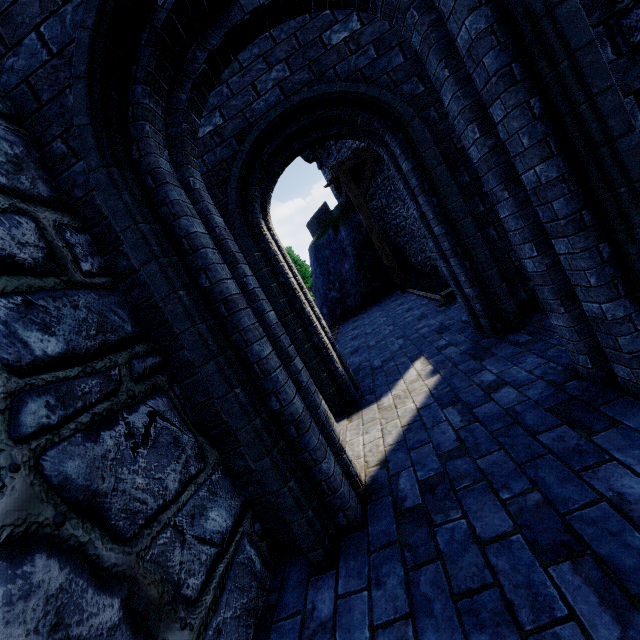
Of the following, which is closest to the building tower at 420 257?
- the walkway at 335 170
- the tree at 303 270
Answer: the walkway at 335 170

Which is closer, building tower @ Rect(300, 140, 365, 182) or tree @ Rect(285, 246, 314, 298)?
building tower @ Rect(300, 140, 365, 182)

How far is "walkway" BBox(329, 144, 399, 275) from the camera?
11.0m

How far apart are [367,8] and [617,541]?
3.0m

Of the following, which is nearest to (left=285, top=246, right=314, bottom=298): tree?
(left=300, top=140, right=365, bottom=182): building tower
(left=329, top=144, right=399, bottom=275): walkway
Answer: (left=300, top=140, right=365, bottom=182): building tower

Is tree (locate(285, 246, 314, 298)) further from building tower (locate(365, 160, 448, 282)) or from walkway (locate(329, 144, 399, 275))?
walkway (locate(329, 144, 399, 275))
